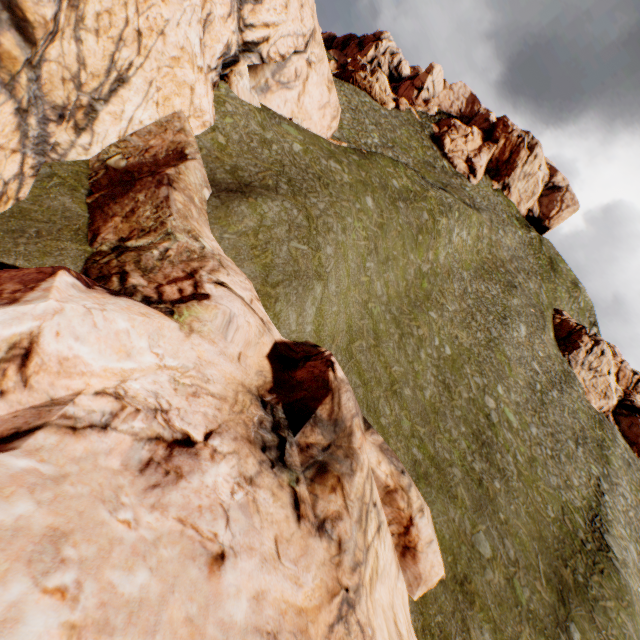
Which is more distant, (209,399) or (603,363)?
(603,363)

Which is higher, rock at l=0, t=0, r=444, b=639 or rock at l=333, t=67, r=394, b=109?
rock at l=333, t=67, r=394, b=109

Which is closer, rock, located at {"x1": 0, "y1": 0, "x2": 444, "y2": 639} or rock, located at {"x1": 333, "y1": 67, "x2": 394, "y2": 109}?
rock, located at {"x1": 0, "y1": 0, "x2": 444, "y2": 639}

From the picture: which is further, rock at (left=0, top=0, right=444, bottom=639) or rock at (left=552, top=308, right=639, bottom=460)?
rock at (left=552, top=308, right=639, bottom=460)

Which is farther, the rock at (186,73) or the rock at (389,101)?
the rock at (389,101)

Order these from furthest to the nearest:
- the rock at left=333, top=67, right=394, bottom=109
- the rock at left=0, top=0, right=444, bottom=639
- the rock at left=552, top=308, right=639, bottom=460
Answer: the rock at left=333, top=67, right=394, bottom=109, the rock at left=552, top=308, right=639, bottom=460, the rock at left=0, top=0, right=444, bottom=639

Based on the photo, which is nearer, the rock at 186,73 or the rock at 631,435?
the rock at 186,73
